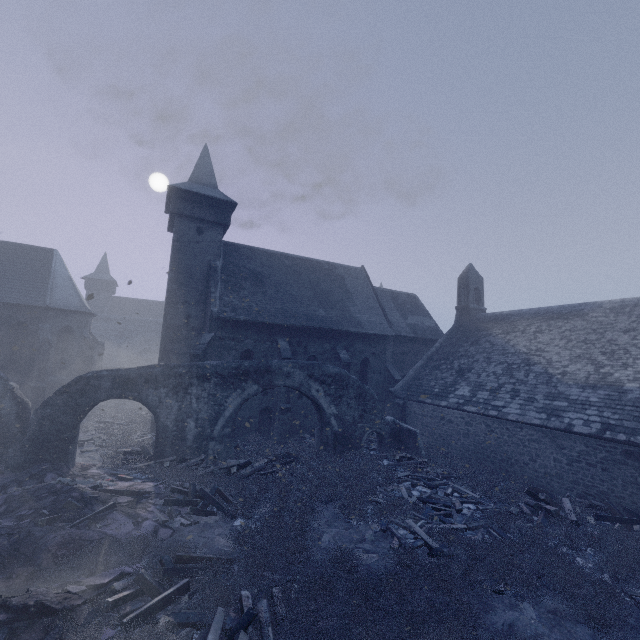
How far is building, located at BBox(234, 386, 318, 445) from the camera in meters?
18.7 m

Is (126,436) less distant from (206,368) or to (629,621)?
(206,368)

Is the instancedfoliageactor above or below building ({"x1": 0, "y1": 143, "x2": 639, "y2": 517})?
below

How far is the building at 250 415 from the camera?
18.66m

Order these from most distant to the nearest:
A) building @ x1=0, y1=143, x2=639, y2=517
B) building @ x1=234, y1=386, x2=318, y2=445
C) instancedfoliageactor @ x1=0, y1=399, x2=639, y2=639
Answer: building @ x1=234, y1=386, x2=318, y2=445
building @ x1=0, y1=143, x2=639, y2=517
instancedfoliageactor @ x1=0, y1=399, x2=639, y2=639

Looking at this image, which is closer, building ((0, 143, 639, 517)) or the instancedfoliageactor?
the instancedfoliageactor

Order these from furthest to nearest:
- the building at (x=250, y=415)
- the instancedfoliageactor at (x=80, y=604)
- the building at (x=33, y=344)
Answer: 1. the building at (x=250, y=415)
2. the building at (x=33, y=344)
3. the instancedfoliageactor at (x=80, y=604)
